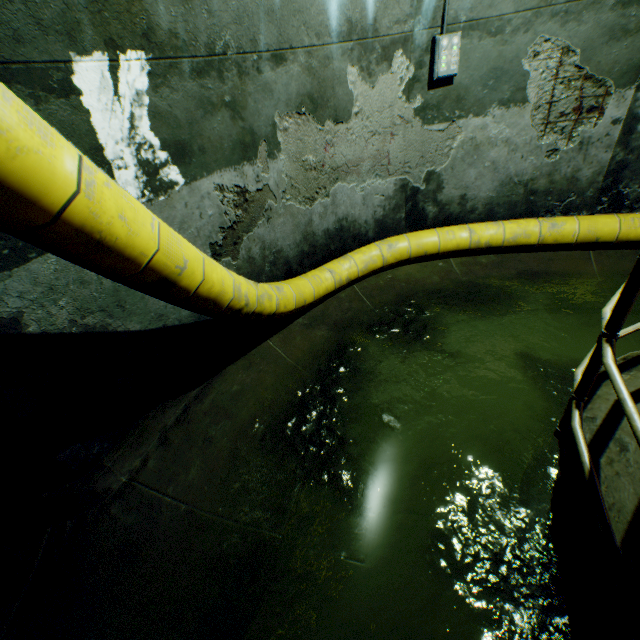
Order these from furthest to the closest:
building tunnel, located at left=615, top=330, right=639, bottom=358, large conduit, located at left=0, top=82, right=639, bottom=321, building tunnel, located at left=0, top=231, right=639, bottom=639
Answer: building tunnel, located at left=615, top=330, right=639, bottom=358
building tunnel, located at left=0, top=231, right=639, bottom=639
large conduit, located at left=0, top=82, right=639, bottom=321

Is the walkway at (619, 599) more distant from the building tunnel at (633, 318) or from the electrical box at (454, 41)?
the electrical box at (454, 41)

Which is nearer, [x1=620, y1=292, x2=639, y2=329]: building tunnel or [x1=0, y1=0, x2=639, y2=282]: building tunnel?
[x1=0, y1=0, x2=639, y2=282]: building tunnel

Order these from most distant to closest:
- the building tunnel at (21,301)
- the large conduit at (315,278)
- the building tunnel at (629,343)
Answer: the building tunnel at (629,343)
the building tunnel at (21,301)
the large conduit at (315,278)

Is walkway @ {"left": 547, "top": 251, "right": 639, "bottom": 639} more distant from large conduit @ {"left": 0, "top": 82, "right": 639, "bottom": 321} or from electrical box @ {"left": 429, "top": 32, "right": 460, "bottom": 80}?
electrical box @ {"left": 429, "top": 32, "right": 460, "bottom": 80}

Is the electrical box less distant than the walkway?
No

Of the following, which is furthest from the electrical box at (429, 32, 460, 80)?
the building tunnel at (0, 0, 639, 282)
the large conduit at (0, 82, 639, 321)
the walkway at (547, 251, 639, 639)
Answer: the walkway at (547, 251, 639, 639)

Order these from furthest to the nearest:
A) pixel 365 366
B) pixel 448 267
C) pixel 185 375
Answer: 1. pixel 448 267
2. pixel 365 366
3. pixel 185 375
